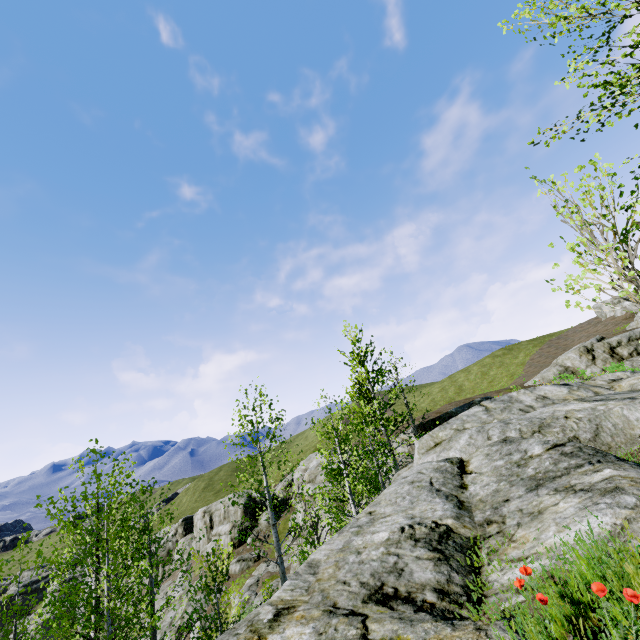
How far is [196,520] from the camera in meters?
58.4 m

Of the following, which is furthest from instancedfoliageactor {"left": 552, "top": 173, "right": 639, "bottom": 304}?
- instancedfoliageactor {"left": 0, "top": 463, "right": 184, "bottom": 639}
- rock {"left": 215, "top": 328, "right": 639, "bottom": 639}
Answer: instancedfoliageactor {"left": 0, "top": 463, "right": 184, "bottom": 639}

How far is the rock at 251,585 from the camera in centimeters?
2556cm

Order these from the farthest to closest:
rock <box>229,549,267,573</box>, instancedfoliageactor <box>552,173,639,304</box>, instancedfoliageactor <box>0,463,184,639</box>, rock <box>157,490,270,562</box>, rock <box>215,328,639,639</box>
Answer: rock <box>157,490,270,562</box> < rock <box>229,549,267,573</box> < instancedfoliageactor <box>0,463,184,639</box> < instancedfoliageactor <box>552,173,639,304</box> < rock <box>215,328,639,639</box>

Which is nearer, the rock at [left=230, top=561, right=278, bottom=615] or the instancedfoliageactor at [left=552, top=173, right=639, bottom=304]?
the instancedfoliageactor at [left=552, top=173, right=639, bottom=304]

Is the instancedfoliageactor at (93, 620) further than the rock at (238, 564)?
No

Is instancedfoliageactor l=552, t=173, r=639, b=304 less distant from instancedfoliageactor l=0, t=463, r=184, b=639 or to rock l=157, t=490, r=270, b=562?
rock l=157, t=490, r=270, b=562

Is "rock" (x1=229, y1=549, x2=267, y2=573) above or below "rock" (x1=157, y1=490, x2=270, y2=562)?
below
